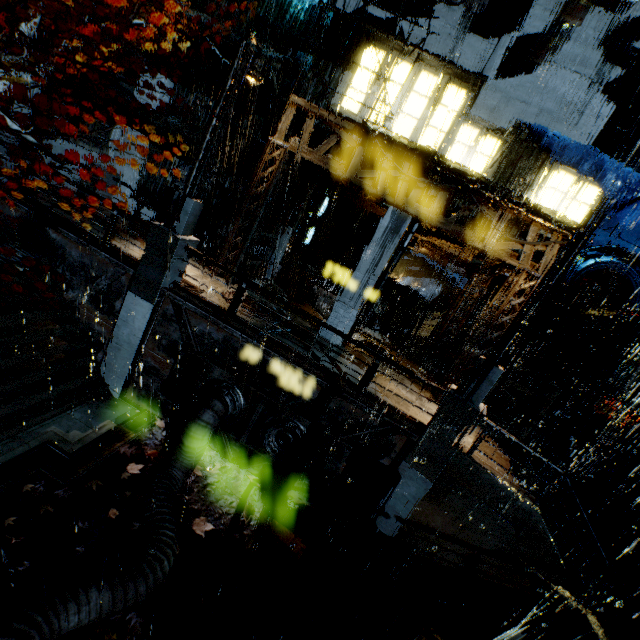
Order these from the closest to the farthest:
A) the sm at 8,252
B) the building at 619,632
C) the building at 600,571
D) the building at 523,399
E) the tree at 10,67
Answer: the tree at 10,67
the building at 619,632
the building at 600,571
the sm at 8,252
the building at 523,399

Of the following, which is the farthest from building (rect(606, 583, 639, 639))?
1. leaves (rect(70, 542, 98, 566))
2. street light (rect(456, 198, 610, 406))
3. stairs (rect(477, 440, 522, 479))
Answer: leaves (rect(70, 542, 98, 566))

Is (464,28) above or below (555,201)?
above

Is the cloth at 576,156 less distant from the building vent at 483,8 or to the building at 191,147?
the building at 191,147

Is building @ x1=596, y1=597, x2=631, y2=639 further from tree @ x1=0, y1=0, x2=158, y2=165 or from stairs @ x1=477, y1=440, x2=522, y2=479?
tree @ x1=0, y1=0, x2=158, y2=165

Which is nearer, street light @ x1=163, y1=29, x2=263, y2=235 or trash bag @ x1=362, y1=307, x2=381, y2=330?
street light @ x1=163, y1=29, x2=263, y2=235

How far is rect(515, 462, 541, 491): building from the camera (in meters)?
11.83

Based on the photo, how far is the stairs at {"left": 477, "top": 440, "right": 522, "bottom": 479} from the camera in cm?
1035
